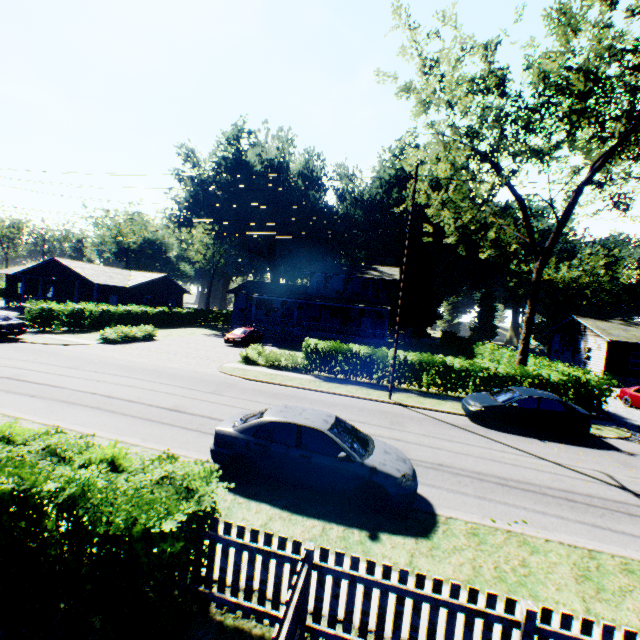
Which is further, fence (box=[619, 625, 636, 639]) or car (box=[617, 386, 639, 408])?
car (box=[617, 386, 639, 408])

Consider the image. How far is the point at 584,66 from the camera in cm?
1236

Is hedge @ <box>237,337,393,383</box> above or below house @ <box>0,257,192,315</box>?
below

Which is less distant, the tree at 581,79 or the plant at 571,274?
the tree at 581,79

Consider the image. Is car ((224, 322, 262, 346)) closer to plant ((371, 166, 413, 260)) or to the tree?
the tree

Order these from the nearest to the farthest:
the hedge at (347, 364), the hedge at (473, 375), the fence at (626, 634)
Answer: the fence at (626, 634) < the hedge at (473, 375) < the hedge at (347, 364)

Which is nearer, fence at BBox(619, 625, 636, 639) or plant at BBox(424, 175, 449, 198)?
fence at BBox(619, 625, 636, 639)

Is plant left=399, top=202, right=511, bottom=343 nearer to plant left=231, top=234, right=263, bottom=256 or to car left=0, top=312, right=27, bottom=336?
plant left=231, top=234, right=263, bottom=256
